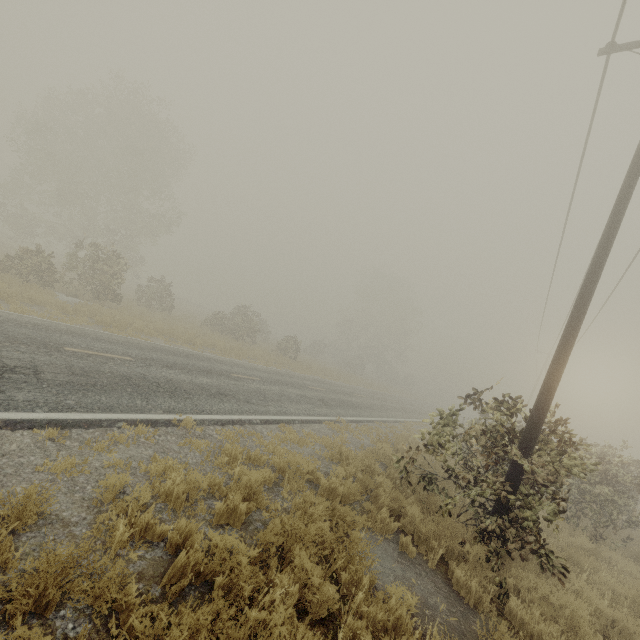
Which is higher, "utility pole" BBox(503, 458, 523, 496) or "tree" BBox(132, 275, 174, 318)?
"utility pole" BBox(503, 458, 523, 496)

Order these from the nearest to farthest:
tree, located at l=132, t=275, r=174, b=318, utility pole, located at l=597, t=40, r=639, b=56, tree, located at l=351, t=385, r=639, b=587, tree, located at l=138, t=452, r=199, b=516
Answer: tree, located at l=138, t=452, r=199, b=516, tree, located at l=351, t=385, r=639, b=587, utility pole, located at l=597, t=40, r=639, b=56, tree, located at l=132, t=275, r=174, b=318

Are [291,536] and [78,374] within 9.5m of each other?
yes

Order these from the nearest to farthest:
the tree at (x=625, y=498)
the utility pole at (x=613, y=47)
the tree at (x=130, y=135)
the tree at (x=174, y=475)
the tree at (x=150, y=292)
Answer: the tree at (x=174, y=475), the tree at (x=625, y=498), the utility pole at (x=613, y=47), the tree at (x=130, y=135), the tree at (x=150, y=292)

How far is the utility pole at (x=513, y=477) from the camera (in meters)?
6.38

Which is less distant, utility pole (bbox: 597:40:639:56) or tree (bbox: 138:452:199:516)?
tree (bbox: 138:452:199:516)

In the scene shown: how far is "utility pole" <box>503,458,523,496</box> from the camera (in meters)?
6.38

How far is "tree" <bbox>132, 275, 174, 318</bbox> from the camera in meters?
24.7 m
